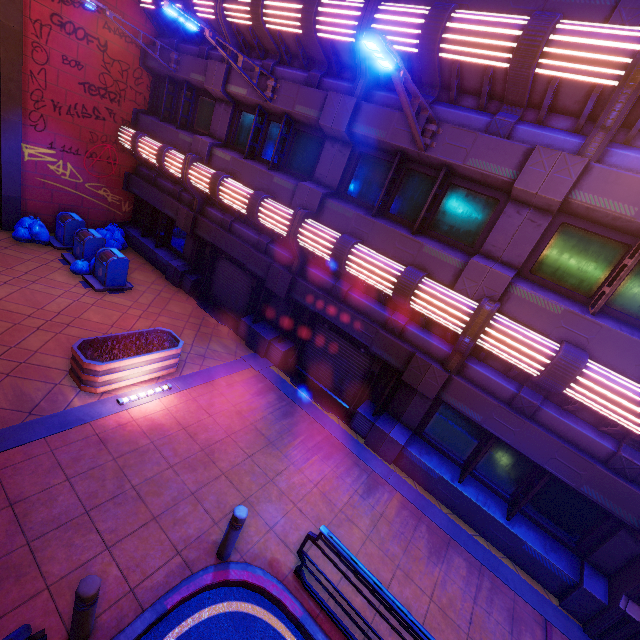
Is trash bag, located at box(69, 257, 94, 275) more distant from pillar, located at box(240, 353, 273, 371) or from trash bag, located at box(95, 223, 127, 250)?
pillar, located at box(240, 353, 273, 371)

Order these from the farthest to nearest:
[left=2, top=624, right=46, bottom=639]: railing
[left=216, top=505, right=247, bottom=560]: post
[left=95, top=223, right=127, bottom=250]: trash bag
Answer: [left=95, top=223, right=127, bottom=250]: trash bag → [left=216, top=505, right=247, bottom=560]: post → [left=2, top=624, right=46, bottom=639]: railing

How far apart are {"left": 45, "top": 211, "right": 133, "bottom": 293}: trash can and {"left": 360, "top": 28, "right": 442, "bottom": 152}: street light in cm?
1078

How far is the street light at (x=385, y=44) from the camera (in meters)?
4.34

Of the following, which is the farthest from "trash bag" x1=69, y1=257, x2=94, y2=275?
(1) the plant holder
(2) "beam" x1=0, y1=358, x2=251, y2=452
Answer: (2) "beam" x1=0, y1=358, x2=251, y2=452

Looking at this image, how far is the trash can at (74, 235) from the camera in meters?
10.5 m

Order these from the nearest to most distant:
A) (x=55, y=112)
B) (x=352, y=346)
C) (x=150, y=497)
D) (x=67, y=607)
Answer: (x=67, y=607) < (x=150, y=497) < (x=352, y=346) < (x=55, y=112)

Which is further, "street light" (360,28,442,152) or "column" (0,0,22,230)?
"column" (0,0,22,230)
